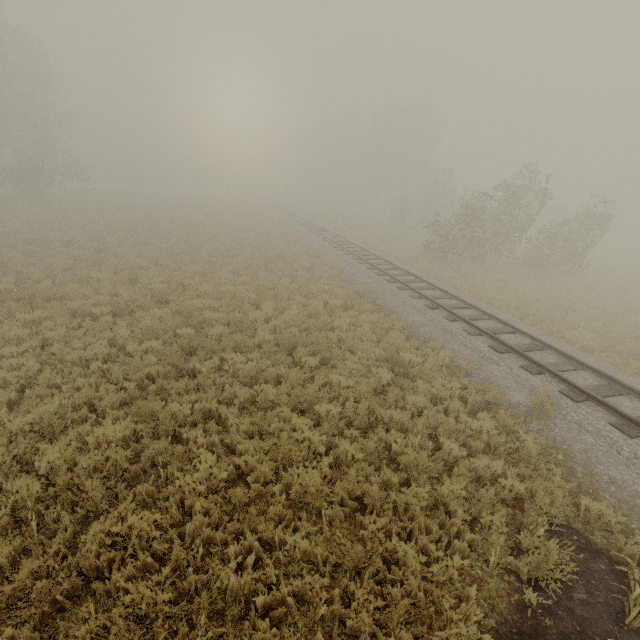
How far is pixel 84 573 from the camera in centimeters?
430cm
